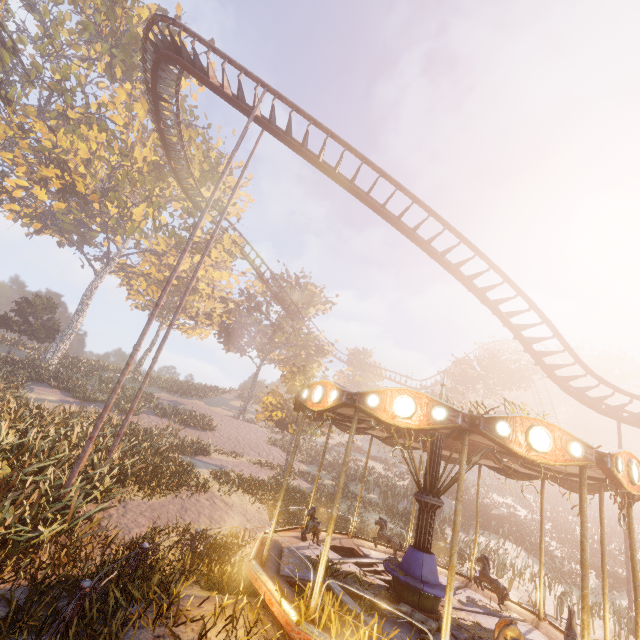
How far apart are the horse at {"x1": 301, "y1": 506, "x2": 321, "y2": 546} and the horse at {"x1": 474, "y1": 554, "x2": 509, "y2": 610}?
4.5 meters

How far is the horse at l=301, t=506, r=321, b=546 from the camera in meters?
8.6

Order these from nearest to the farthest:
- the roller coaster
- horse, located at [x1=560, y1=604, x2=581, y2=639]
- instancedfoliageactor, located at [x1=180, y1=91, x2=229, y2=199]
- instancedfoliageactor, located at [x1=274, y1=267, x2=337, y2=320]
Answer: horse, located at [x1=560, y1=604, x2=581, y2=639] < the roller coaster < instancedfoliageactor, located at [x1=180, y1=91, x2=229, y2=199] < instancedfoliageactor, located at [x1=274, y1=267, x2=337, y2=320]

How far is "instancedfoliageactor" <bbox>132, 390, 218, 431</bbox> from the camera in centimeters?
2599cm

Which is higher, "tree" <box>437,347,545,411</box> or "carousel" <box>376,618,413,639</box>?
"tree" <box>437,347,545,411</box>

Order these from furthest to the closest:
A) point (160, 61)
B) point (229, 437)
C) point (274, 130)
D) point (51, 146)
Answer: point (51, 146) → point (229, 437) → point (160, 61) → point (274, 130)

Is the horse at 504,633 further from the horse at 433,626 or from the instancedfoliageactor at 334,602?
the instancedfoliageactor at 334,602

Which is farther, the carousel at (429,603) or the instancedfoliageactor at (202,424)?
the instancedfoliageactor at (202,424)
